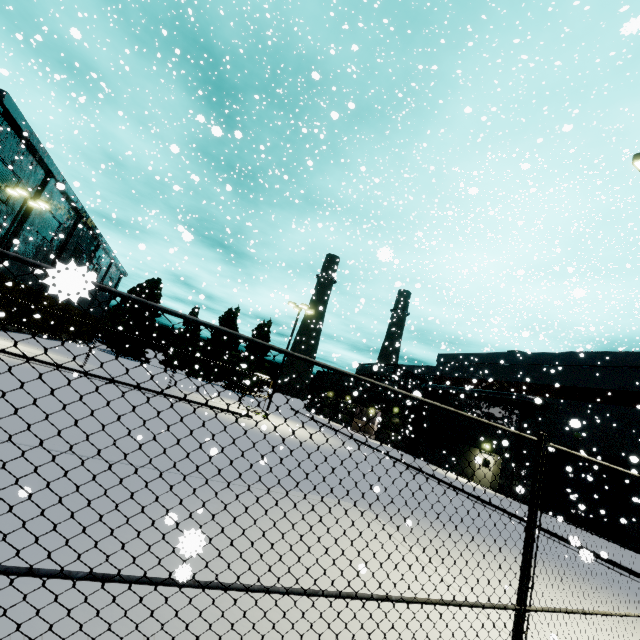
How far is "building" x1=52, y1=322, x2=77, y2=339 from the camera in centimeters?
4556cm

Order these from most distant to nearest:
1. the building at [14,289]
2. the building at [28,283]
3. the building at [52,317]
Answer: the building at [52,317], the building at [28,283], the building at [14,289]

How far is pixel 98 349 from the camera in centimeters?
2233cm

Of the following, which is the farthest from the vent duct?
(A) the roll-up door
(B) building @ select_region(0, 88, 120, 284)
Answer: (A) the roll-up door

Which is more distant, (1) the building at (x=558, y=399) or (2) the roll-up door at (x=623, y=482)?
(1) the building at (x=558, y=399)

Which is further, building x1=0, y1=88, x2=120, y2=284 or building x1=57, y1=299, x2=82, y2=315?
building x1=57, y1=299, x2=82, y2=315
